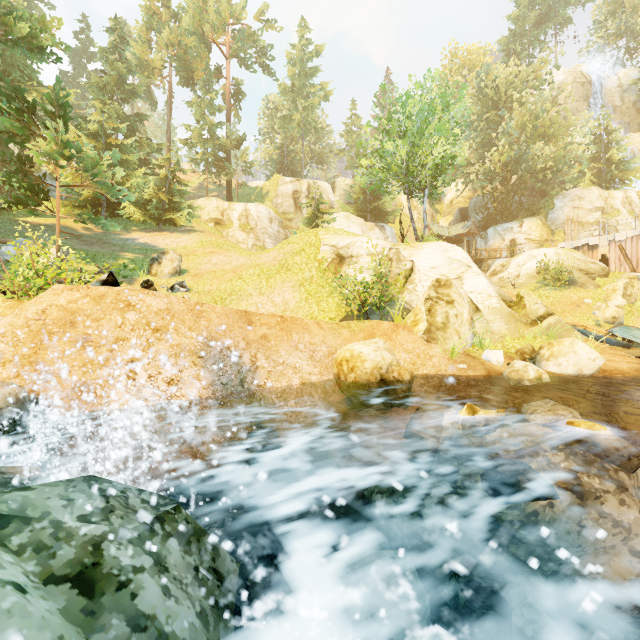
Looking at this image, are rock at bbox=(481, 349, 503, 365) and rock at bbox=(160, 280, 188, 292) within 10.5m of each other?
no

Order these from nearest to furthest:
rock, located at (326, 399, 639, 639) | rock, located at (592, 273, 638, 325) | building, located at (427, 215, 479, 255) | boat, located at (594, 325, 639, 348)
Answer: rock, located at (326, 399, 639, 639) < boat, located at (594, 325, 639, 348) < rock, located at (592, 273, 638, 325) < building, located at (427, 215, 479, 255)

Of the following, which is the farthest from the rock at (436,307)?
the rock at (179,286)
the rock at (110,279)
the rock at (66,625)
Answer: the rock at (179,286)

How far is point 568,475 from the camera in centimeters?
413cm

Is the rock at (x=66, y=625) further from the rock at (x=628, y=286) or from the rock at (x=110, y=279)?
the rock at (x=628, y=286)

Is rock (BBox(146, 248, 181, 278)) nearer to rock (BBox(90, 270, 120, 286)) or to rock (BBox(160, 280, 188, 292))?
rock (BBox(160, 280, 188, 292))

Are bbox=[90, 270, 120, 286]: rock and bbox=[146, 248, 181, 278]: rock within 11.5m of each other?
yes

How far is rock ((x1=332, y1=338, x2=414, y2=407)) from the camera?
8.28m
